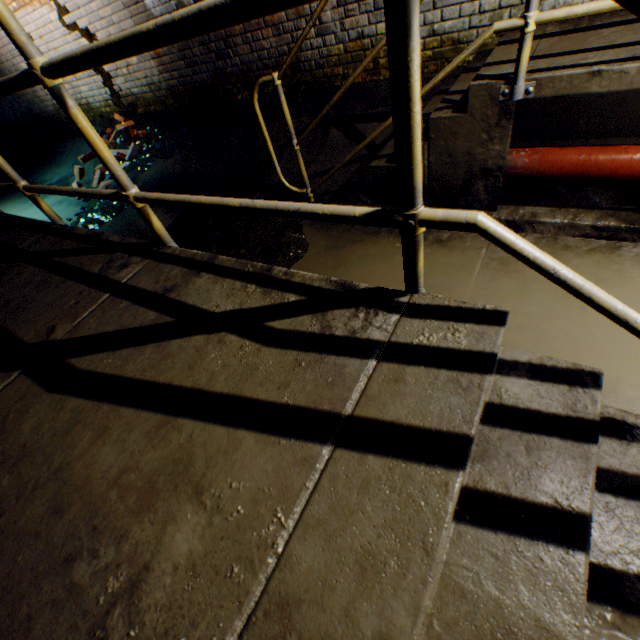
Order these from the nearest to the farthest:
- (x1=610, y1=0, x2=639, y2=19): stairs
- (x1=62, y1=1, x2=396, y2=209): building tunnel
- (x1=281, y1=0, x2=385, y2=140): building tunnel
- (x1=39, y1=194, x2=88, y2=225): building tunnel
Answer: (x1=610, y1=0, x2=639, y2=19): stairs < (x1=281, y1=0, x2=385, y2=140): building tunnel < (x1=62, y1=1, x2=396, y2=209): building tunnel < (x1=39, y1=194, x2=88, y2=225): building tunnel

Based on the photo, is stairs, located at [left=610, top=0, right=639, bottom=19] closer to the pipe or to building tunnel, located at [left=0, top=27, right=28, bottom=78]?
building tunnel, located at [left=0, top=27, right=28, bottom=78]

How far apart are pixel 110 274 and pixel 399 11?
1.6m

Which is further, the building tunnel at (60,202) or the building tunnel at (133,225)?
the building tunnel at (60,202)

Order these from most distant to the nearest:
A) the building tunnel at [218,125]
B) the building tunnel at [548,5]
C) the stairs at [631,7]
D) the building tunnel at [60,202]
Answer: the building tunnel at [60,202], the building tunnel at [218,125], the building tunnel at [548,5], the stairs at [631,7]

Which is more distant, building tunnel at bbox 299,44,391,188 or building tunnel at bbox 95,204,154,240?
building tunnel at bbox 95,204,154,240

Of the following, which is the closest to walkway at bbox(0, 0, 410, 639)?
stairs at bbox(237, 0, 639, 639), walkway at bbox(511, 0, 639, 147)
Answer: stairs at bbox(237, 0, 639, 639)
